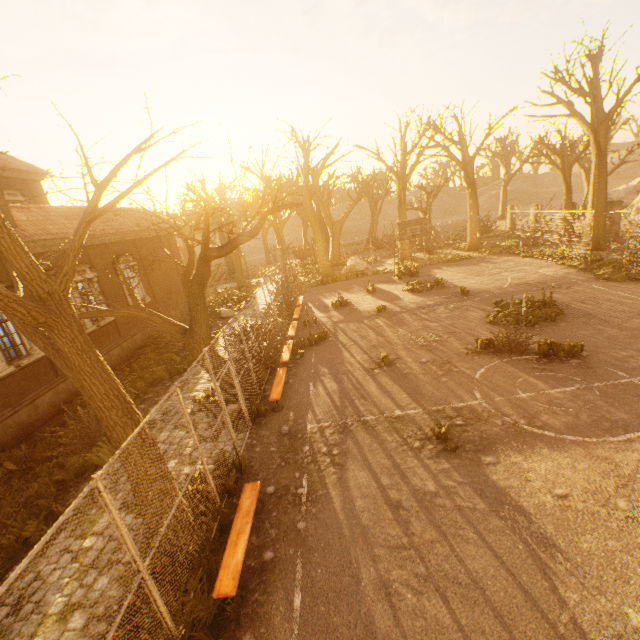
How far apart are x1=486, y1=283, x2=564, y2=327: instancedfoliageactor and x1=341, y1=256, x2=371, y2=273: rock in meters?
14.6 m

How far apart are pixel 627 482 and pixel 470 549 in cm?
309

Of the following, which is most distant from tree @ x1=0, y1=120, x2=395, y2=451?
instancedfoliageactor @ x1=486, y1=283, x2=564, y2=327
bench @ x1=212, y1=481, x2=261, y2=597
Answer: instancedfoliageactor @ x1=486, y1=283, x2=564, y2=327

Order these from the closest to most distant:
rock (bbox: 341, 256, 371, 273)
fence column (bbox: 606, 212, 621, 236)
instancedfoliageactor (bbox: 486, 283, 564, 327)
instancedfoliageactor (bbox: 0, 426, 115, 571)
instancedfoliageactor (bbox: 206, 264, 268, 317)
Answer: instancedfoliageactor (bbox: 0, 426, 115, 571) < instancedfoliageactor (bbox: 486, 283, 564, 327) < fence column (bbox: 606, 212, 621, 236) < instancedfoliageactor (bbox: 206, 264, 268, 317) < rock (bbox: 341, 256, 371, 273)

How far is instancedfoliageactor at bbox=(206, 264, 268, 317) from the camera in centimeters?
2160cm

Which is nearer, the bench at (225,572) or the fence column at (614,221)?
the bench at (225,572)

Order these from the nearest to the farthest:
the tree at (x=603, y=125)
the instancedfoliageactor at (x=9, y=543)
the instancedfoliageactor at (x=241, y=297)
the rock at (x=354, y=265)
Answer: the instancedfoliageactor at (x=9, y=543) < the tree at (x=603, y=125) < the instancedfoliageactor at (x=241, y=297) < the rock at (x=354, y=265)

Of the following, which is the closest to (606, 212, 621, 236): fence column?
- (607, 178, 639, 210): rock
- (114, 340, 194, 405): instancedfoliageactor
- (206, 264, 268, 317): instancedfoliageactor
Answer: (607, 178, 639, 210): rock
